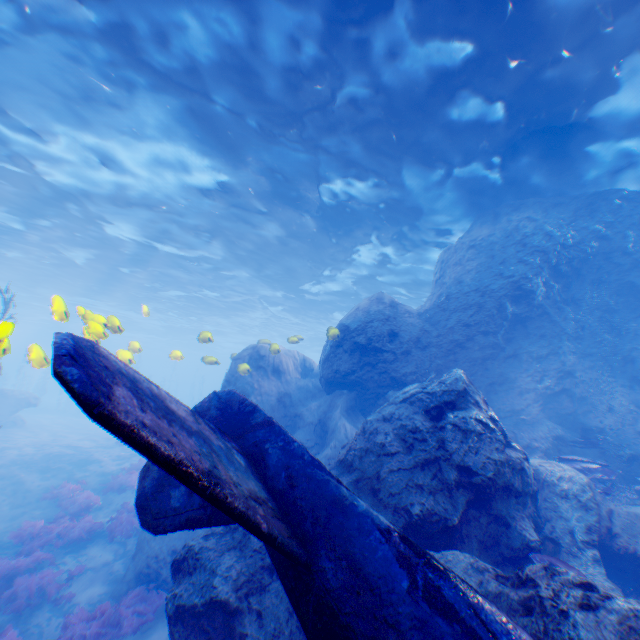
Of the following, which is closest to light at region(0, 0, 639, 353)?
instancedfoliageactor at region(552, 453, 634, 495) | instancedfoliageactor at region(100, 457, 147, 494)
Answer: instancedfoliageactor at region(100, 457, 147, 494)

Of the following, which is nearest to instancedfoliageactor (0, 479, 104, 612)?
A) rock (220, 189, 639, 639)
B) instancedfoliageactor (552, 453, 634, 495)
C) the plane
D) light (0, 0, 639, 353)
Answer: rock (220, 189, 639, 639)

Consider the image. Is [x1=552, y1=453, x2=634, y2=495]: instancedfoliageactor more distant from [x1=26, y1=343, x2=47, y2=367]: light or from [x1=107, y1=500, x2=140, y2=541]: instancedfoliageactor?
[x1=107, y1=500, x2=140, y2=541]: instancedfoliageactor

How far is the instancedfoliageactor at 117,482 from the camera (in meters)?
15.10

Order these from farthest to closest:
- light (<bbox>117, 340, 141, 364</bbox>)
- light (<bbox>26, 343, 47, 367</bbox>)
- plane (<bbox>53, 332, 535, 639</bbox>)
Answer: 1. light (<bbox>117, 340, 141, 364</bbox>)
2. light (<bbox>26, 343, 47, 367</bbox>)
3. plane (<bbox>53, 332, 535, 639</bbox>)

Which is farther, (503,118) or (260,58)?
(503,118)

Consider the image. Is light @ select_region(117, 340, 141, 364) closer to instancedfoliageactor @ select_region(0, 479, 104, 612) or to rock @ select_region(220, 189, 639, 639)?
rock @ select_region(220, 189, 639, 639)

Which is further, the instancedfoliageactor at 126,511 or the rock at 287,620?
the instancedfoliageactor at 126,511
